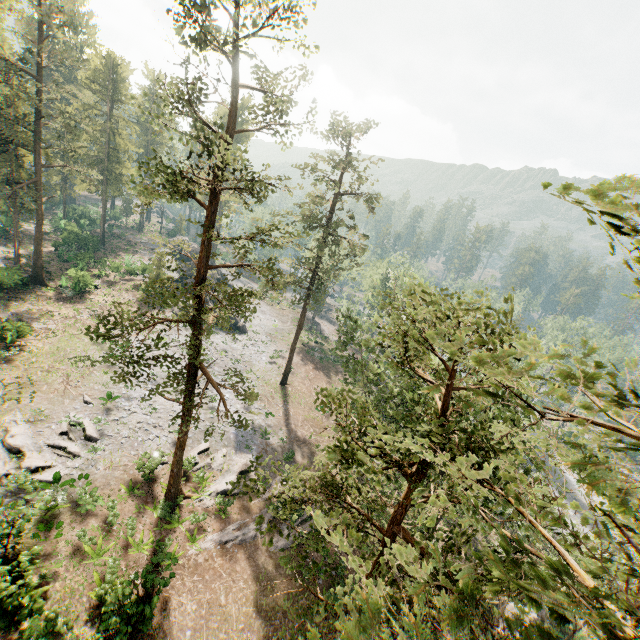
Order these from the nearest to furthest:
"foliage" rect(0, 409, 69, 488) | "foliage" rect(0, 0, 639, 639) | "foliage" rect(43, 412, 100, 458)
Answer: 1. "foliage" rect(0, 0, 639, 639)
2. "foliage" rect(0, 409, 69, 488)
3. "foliage" rect(43, 412, 100, 458)

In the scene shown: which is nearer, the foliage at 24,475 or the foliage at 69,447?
the foliage at 24,475

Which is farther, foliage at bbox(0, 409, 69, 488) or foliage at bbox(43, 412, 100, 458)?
foliage at bbox(43, 412, 100, 458)

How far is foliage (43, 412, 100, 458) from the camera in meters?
21.3 m

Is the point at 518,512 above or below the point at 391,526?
above
